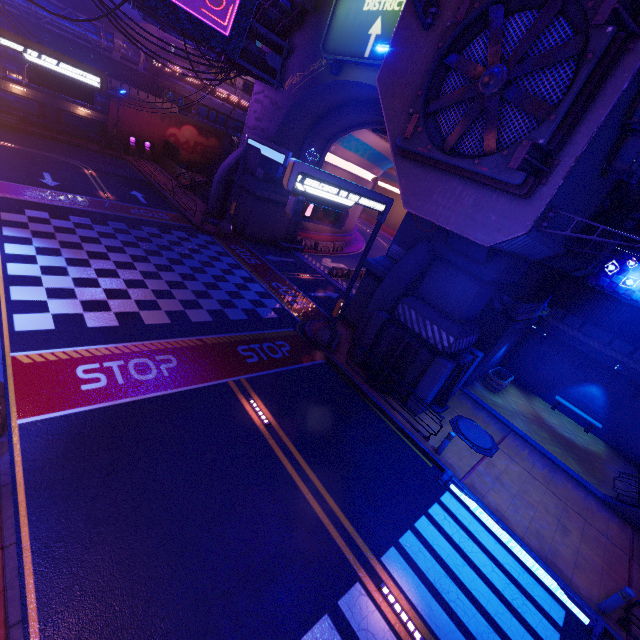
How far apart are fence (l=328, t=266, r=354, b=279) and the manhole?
14.95m

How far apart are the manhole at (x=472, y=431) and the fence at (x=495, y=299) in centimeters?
534cm

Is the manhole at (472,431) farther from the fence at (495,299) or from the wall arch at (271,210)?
the fence at (495,299)

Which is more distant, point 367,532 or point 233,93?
point 233,93

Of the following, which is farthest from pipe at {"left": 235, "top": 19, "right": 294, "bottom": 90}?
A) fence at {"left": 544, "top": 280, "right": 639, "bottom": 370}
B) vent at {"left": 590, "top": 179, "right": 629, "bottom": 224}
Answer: fence at {"left": 544, "top": 280, "right": 639, "bottom": 370}

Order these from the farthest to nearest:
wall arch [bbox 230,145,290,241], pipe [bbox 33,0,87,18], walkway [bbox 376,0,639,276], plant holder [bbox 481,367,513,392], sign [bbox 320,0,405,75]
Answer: pipe [bbox 33,0,87,18]
wall arch [bbox 230,145,290,241]
plant holder [bbox 481,367,513,392]
sign [bbox 320,0,405,75]
walkway [bbox 376,0,639,276]

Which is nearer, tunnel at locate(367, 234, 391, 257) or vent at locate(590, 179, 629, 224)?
vent at locate(590, 179, 629, 224)

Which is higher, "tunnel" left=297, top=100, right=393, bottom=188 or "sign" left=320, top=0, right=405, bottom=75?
"sign" left=320, top=0, right=405, bottom=75
